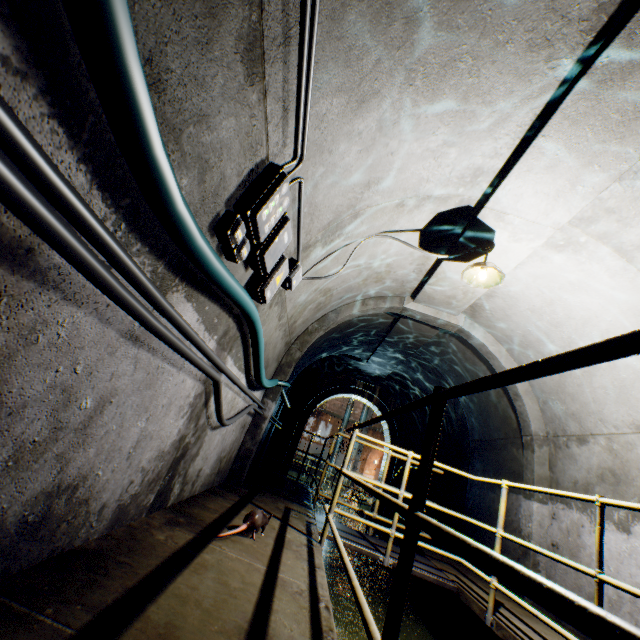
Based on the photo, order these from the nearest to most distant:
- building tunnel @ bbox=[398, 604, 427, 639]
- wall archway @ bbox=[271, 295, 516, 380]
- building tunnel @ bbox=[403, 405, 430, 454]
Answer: building tunnel @ bbox=[398, 604, 427, 639], wall archway @ bbox=[271, 295, 516, 380], building tunnel @ bbox=[403, 405, 430, 454]

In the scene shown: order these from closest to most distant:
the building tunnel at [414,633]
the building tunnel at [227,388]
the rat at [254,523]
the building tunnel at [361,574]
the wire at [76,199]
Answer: the wire at [76,199] → the building tunnel at [227,388] → the rat at [254,523] → the building tunnel at [414,633] → the building tunnel at [361,574]

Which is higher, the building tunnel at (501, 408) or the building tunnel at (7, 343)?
the building tunnel at (501, 408)

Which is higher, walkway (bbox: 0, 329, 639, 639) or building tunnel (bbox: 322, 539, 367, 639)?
walkway (bbox: 0, 329, 639, 639)

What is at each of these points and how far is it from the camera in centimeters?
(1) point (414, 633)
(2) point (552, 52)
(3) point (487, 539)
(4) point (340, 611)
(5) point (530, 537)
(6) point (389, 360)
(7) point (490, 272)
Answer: (1) building tunnel, 431cm
(2) building tunnel, 225cm
(3) building tunnel, 579cm
(4) building tunnel, 442cm
(5) wall archway, 455cm
(6) building tunnel, 901cm
(7) ceiling light, 381cm

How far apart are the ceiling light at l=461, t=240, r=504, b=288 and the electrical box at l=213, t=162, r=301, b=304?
2.25m

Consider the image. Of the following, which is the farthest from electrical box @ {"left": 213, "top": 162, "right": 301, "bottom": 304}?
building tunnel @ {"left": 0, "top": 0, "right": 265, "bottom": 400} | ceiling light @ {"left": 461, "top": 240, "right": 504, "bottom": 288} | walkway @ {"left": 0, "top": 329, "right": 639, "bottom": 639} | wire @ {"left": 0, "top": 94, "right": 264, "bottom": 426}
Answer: ceiling light @ {"left": 461, "top": 240, "right": 504, "bottom": 288}

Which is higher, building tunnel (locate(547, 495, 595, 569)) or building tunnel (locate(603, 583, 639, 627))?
building tunnel (locate(547, 495, 595, 569))
